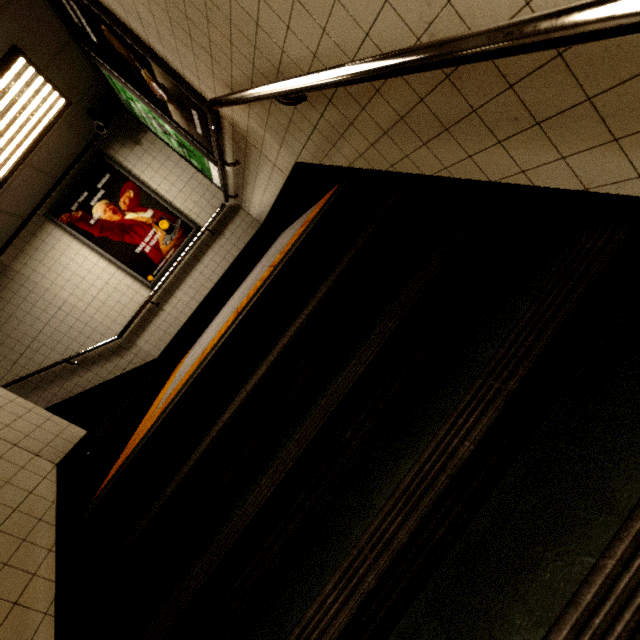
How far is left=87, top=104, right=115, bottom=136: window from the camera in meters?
4.3

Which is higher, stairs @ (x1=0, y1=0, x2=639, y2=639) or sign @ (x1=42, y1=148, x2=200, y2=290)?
sign @ (x1=42, y1=148, x2=200, y2=290)

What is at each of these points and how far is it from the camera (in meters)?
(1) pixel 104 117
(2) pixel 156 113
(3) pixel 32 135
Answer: (1) window, 4.35
(2) sign, 3.68
(3) fluorescent light, 3.78

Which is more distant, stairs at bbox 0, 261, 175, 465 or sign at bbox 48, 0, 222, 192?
stairs at bbox 0, 261, 175, 465

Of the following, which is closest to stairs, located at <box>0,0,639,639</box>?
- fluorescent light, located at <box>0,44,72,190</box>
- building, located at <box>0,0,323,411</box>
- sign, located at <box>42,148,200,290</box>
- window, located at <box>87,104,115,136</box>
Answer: building, located at <box>0,0,323,411</box>

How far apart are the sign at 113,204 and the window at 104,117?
0.4 meters

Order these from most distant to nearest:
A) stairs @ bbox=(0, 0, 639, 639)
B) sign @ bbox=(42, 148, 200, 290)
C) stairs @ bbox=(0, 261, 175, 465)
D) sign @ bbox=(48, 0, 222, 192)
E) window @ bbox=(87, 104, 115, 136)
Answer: sign @ bbox=(42, 148, 200, 290) → window @ bbox=(87, 104, 115, 136) → stairs @ bbox=(0, 261, 175, 465) → sign @ bbox=(48, 0, 222, 192) → stairs @ bbox=(0, 0, 639, 639)

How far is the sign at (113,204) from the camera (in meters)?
4.81
